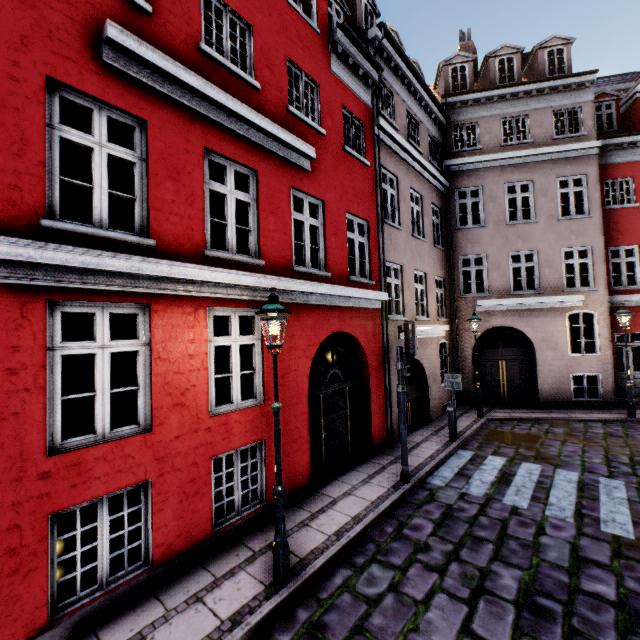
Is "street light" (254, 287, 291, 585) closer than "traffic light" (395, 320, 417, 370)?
Yes

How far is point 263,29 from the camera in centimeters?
646cm

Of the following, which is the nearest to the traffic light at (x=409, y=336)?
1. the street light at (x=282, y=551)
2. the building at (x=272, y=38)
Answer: the building at (x=272, y=38)

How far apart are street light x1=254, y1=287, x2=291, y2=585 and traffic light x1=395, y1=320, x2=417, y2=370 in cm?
328

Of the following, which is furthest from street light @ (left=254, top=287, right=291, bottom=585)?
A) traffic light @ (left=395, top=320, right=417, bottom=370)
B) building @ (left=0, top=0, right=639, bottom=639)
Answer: traffic light @ (left=395, top=320, right=417, bottom=370)

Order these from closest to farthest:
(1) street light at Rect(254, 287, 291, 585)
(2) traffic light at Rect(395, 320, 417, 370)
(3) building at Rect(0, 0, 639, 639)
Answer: (3) building at Rect(0, 0, 639, 639)
(1) street light at Rect(254, 287, 291, 585)
(2) traffic light at Rect(395, 320, 417, 370)
